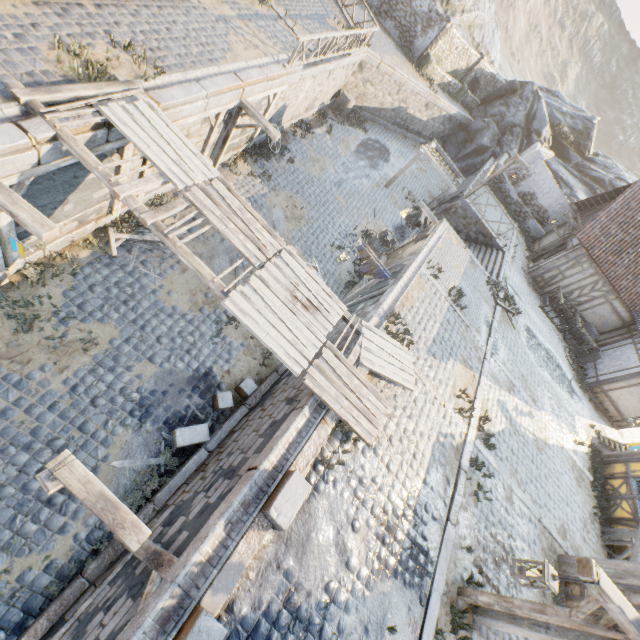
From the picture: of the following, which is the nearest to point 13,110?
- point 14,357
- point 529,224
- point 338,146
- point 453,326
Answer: point 14,357

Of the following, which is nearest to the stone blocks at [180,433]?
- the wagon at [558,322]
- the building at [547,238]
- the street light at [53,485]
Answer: the building at [547,238]

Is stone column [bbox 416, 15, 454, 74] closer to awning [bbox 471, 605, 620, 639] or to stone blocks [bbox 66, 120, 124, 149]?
stone blocks [bbox 66, 120, 124, 149]

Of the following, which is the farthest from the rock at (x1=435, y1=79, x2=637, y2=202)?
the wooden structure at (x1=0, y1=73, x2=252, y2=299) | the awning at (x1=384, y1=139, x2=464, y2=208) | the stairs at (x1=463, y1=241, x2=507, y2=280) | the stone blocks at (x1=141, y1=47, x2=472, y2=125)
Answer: the wooden structure at (x1=0, y1=73, x2=252, y2=299)

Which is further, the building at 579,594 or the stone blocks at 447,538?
the building at 579,594

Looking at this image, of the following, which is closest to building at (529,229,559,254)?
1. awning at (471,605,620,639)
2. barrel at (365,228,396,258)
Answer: barrel at (365,228,396,258)

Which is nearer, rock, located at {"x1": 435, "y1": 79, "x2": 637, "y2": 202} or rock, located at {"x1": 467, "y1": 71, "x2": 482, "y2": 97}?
rock, located at {"x1": 435, "y1": 79, "x2": 637, "y2": 202}

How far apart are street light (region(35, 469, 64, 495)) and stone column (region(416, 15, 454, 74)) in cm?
3071
